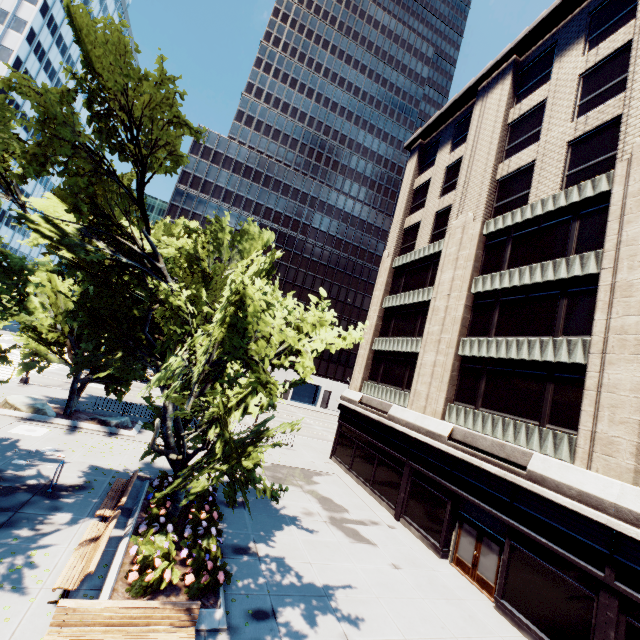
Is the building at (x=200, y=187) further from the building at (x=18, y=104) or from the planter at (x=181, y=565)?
the planter at (x=181, y=565)

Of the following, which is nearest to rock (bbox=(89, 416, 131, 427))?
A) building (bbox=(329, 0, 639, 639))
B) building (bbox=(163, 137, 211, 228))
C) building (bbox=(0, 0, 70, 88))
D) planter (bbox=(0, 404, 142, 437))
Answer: planter (bbox=(0, 404, 142, 437))

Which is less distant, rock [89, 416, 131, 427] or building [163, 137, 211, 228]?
rock [89, 416, 131, 427]

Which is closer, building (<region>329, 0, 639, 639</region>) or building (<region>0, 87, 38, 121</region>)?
building (<region>329, 0, 639, 639</region>)

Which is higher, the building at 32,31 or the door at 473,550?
the building at 32,31

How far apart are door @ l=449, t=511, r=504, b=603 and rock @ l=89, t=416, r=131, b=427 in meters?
20.0

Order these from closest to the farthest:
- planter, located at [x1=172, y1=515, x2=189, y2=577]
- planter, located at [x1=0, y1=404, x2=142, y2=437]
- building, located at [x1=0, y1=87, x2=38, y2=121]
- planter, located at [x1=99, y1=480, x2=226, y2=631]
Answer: planter, located at [x1=99, y1=480, x2=226, y2=631] → planter, located at [x1=172, y1=515, x2=189, y2=577] → planter, located at [x1=0, y1=404, x2=142, y2=437] → building, located at [x1=0, y1=87, x2=38, y2=121]

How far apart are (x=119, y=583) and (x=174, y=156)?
12.13m
